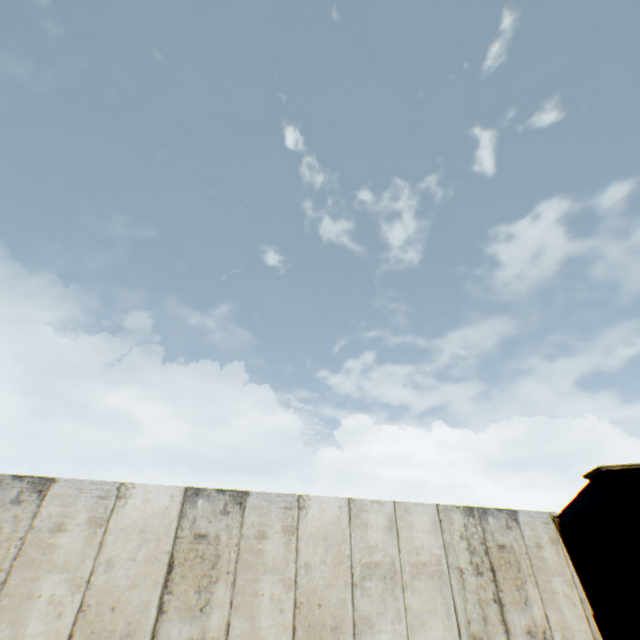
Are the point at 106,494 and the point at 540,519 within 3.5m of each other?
no
